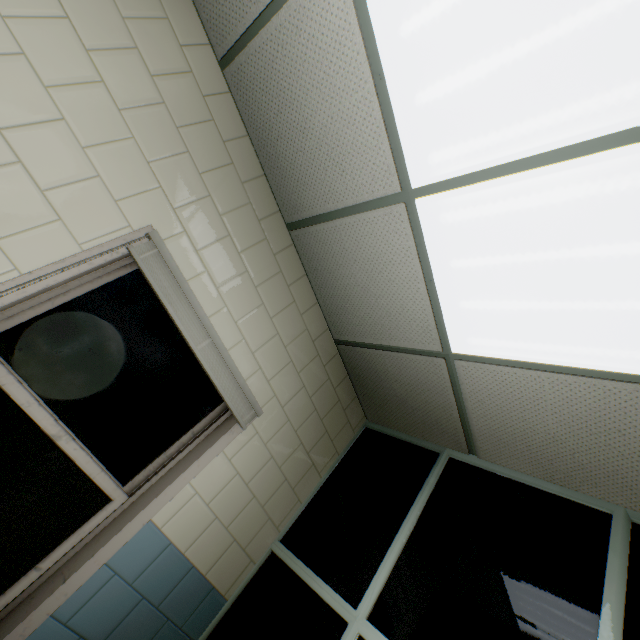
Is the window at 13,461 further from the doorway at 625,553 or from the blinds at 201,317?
the doorway at 625,553

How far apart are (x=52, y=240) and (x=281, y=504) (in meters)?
2.20

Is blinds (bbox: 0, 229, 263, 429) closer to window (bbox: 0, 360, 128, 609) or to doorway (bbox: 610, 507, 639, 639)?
window (bbox: 0, 360, 128, 609)

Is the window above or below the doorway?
below

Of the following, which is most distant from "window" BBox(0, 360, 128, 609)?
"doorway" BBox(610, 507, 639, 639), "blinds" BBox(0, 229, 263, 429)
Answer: "doorway" BBox(610, 507, 639, 639)
